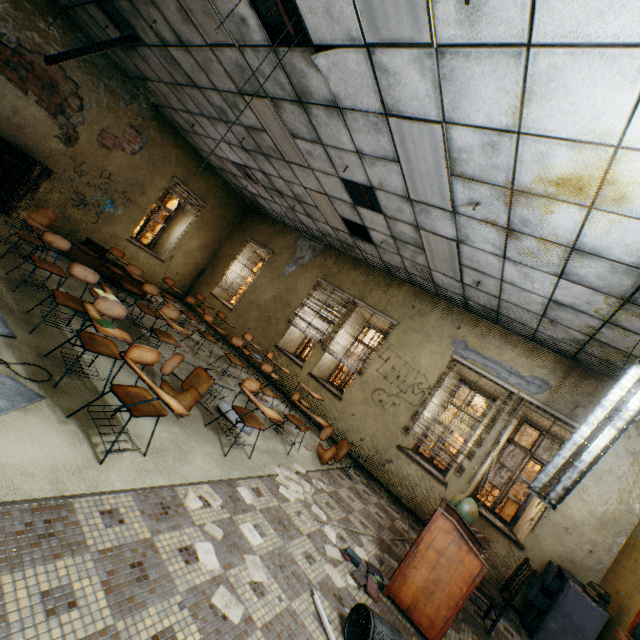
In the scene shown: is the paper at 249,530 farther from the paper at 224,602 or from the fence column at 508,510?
the fence column at 508,510

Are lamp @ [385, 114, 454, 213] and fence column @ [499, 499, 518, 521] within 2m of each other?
no

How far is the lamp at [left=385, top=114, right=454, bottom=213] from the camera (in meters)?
3.18

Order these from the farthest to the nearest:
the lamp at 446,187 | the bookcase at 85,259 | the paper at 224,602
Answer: the bookcase at 85,259
the lamp at 446,187
the paper at 224,602

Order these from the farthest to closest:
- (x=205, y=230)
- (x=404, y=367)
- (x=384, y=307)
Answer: (x=205, y=230) → (x=384, y=307) → (x=404, y=367)

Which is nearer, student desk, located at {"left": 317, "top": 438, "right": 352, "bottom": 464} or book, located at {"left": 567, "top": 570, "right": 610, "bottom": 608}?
book, located at {"left": 567, "top": 570, "right": 610, "bottom": 608}

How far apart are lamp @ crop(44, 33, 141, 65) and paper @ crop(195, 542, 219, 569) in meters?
6.4

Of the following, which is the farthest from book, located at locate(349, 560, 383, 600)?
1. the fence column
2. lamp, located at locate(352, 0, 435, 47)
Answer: the fence column
